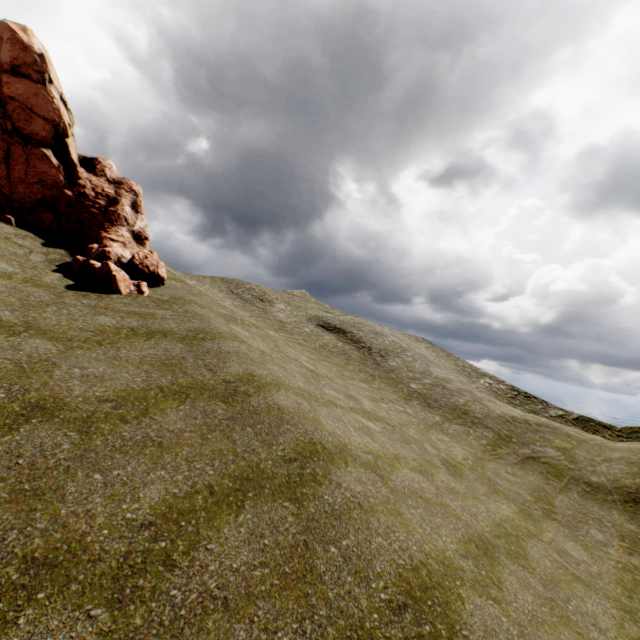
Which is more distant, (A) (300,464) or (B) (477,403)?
(B) (477,403)
